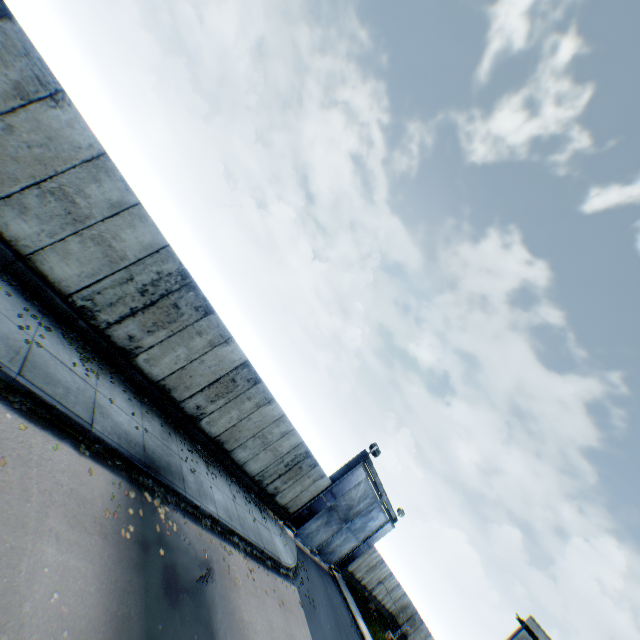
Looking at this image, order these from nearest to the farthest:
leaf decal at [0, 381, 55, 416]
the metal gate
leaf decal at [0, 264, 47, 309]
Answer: leaf decal at [0, 381, 55, 416] < leaf decal at [0, 264, 47, 309] < the metal gate

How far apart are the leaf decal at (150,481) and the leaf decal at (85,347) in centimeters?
284cm

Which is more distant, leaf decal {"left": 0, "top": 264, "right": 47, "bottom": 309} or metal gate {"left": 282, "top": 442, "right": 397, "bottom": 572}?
metal gate {"left": 282, "top": 442, "right": 397, "bottom": 572}

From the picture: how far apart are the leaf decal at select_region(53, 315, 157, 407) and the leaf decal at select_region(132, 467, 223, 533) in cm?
284

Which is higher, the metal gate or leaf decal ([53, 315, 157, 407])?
the metal gate

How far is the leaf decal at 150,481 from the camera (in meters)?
8.12

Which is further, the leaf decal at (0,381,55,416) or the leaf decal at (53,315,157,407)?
the leaf decal at (53,315,157,407)

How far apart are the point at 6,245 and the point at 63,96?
3.5 meters
